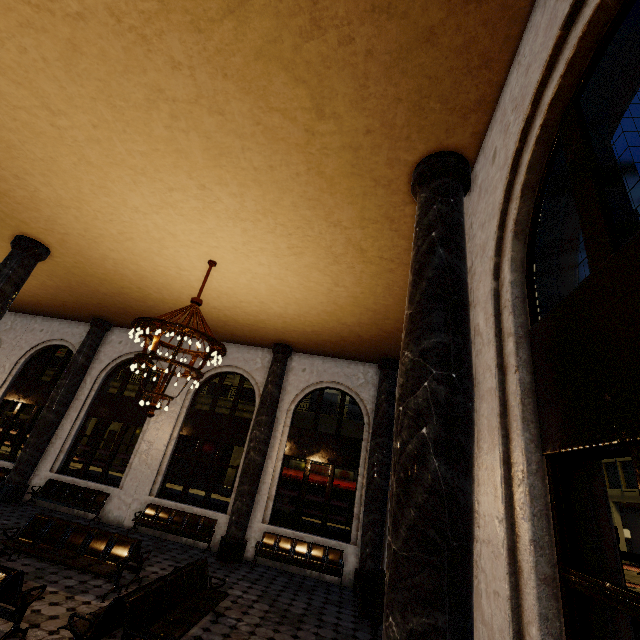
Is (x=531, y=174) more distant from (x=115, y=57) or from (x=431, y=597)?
(x=115, y=57)
